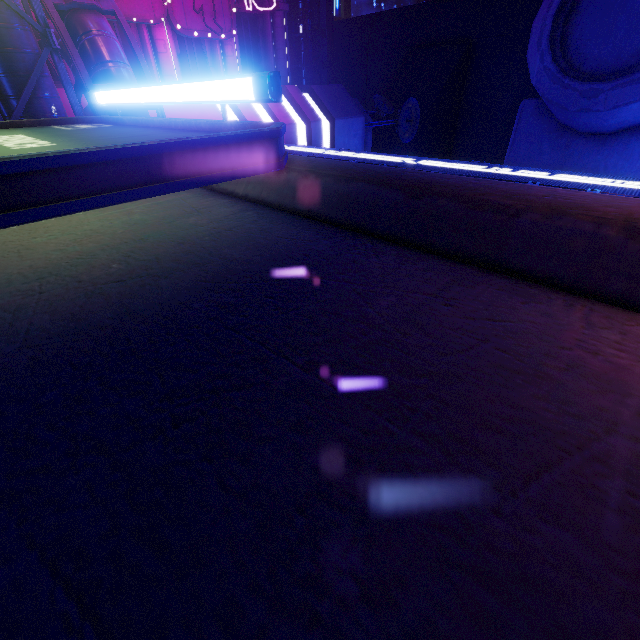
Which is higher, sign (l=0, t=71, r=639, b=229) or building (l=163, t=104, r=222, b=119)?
building (l=163, t=104, r=222, b=119)

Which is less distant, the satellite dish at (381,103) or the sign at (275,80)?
the sign at (275,80)

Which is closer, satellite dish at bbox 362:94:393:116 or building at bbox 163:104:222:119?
building at bbox 163:104:222:119

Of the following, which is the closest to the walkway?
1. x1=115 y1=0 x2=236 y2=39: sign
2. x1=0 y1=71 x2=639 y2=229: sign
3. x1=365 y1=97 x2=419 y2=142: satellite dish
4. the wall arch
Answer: x1=115 y1=0 x2=236 y2=39: sign

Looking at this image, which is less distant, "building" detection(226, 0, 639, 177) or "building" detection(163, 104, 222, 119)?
"building" detection(226, 0, 639, 177)

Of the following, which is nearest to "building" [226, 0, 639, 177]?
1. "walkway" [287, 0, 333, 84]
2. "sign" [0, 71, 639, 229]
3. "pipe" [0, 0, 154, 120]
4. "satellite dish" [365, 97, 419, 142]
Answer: "pipe" [0, 0, 154, 120]

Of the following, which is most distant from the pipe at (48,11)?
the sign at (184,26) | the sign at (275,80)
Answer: the sign at (275,80)

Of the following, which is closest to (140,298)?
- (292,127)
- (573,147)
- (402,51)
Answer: (573,147)
